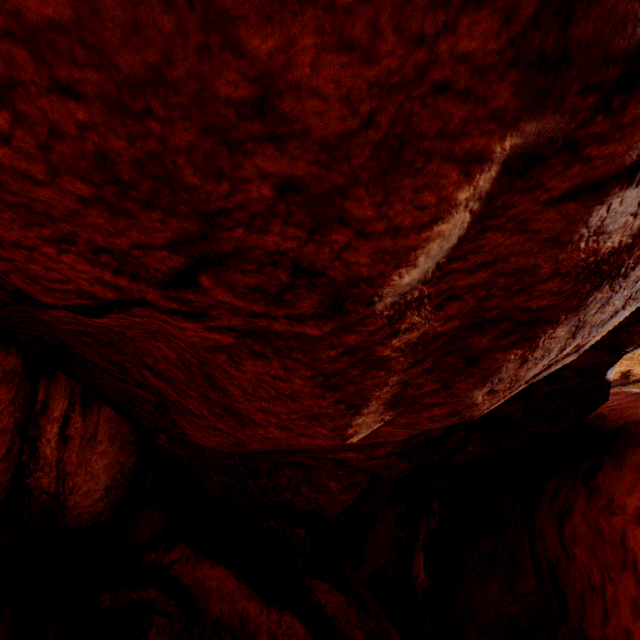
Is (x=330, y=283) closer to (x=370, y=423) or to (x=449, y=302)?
(x=449, y=302)
